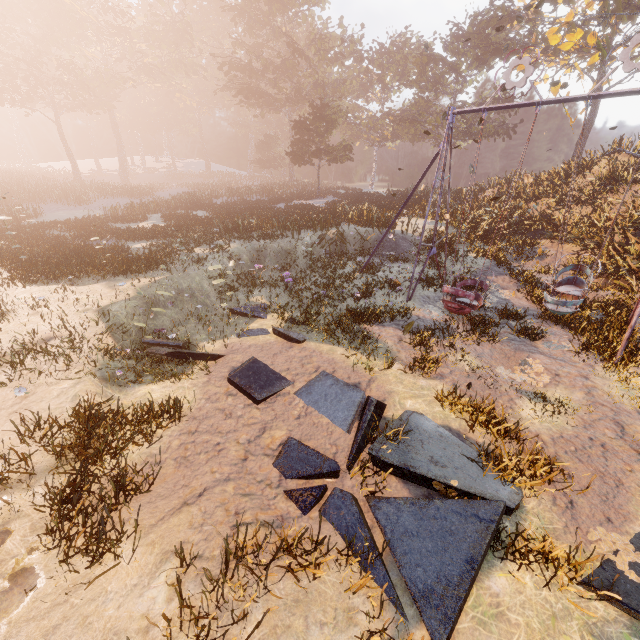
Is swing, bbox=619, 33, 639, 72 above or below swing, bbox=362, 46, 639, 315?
above

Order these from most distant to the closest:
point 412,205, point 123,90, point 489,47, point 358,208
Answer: point 123,90 → point 489,47 → point 412,205 → point 358,208

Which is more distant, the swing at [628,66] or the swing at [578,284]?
the swing at [578,284]

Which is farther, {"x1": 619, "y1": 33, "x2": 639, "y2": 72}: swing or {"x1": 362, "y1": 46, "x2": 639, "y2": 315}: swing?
{"x1": 362, "y1": 46, "x2": 639, "y2": 315}: swing

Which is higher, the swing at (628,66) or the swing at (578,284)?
the swing at (628,66)
